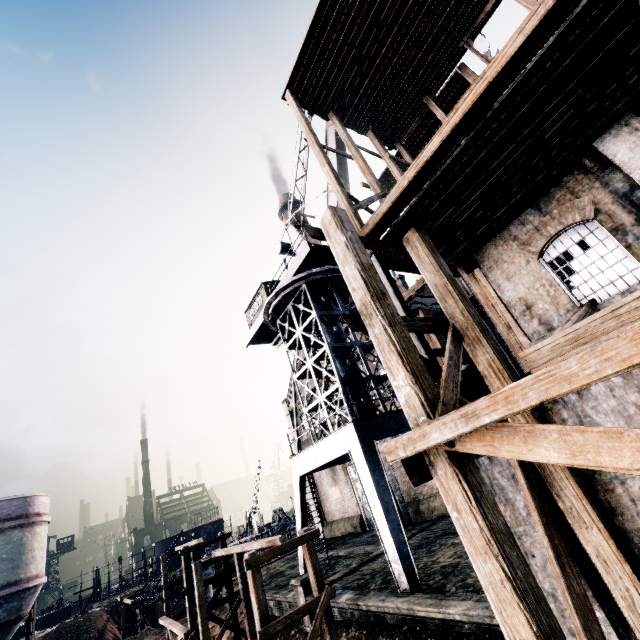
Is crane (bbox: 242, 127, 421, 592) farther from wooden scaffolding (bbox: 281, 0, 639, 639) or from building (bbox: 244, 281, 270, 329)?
wooden scaffolding (bbox: 281, 0, 639, 639)

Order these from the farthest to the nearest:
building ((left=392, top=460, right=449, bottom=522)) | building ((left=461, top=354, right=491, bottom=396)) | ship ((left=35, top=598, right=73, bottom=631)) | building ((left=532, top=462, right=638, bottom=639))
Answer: ship ((left=35, top=598, right=73, bottom=631)), building ((left=392, top=460, right=449, bottom=522)), building ((left=461, top=354, right=491, bottom=396)), building ((left=532, top=462, right=638, bottom=639))

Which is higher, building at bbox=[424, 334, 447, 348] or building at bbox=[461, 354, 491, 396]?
building at bbox=[424, 334, 447, 348]

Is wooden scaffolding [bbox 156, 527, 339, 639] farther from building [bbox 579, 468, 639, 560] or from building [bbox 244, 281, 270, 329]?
building [bbox 244, 281, 270, 329]

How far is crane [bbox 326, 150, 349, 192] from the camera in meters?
22.6 m

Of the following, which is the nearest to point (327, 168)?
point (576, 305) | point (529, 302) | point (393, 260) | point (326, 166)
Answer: point (326, 166)

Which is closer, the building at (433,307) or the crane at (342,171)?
the building at (433,307)

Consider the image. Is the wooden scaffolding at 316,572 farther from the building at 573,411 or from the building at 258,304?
the building at 258,304
